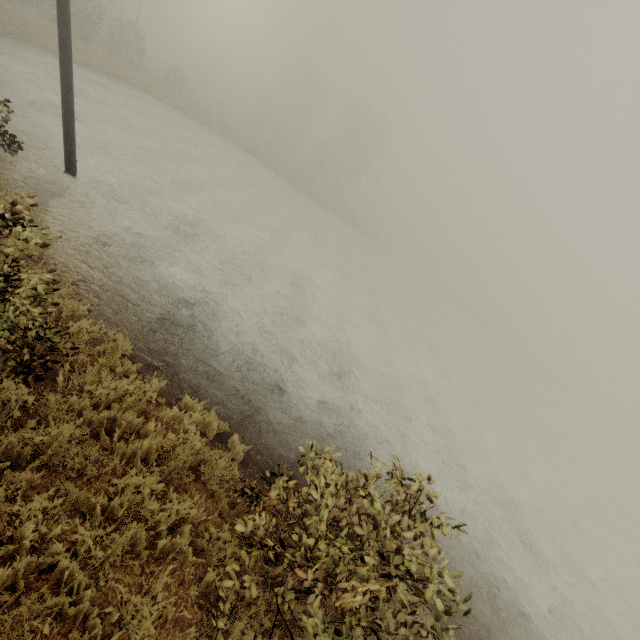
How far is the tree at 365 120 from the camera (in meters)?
46.66

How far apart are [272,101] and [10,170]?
56.3 meters

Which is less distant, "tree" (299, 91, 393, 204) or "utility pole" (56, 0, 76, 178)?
"utility pole" (56, 0, 76, 178)

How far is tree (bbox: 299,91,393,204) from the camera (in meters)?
46.66

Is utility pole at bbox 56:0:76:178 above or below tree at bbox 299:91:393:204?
below

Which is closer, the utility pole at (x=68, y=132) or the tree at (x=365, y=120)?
the utility pole at (x=68, y=132)
